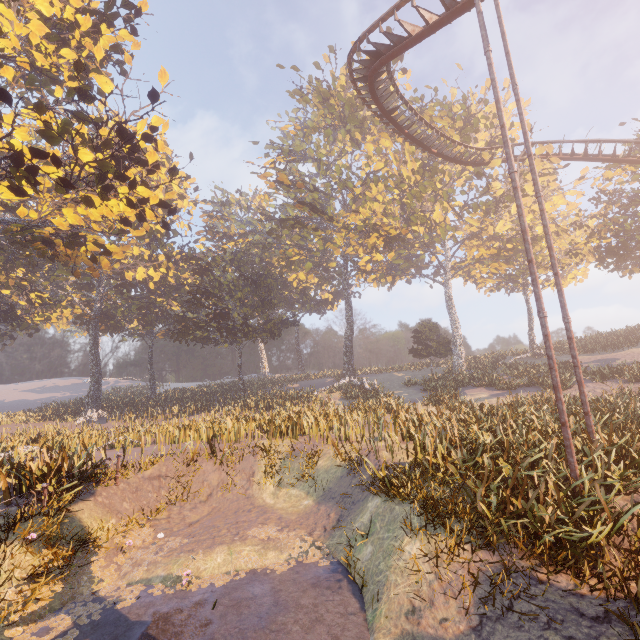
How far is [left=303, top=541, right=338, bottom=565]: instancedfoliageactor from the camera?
7.7m

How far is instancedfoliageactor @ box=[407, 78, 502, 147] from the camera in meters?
31.5

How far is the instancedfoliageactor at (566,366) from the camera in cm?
2135

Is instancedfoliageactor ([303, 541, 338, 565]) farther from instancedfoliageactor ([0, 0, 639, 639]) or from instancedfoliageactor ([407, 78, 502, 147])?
instancedfoliageactor ([407, 78, 502, 147])

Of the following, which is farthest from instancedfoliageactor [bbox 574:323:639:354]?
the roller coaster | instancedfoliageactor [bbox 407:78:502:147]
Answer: instancedfoliageactor [bbox 407:78:502:147]

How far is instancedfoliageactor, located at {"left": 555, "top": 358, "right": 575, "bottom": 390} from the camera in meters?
21.3

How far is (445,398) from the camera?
21.0m

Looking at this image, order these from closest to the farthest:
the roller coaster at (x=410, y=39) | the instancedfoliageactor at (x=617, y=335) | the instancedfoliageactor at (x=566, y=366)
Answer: the roller coaster at (x=410, y=39), the instancedfoliageactor at (x=566, y=366), the instancedfoliageactor at (x=617, y=335)
